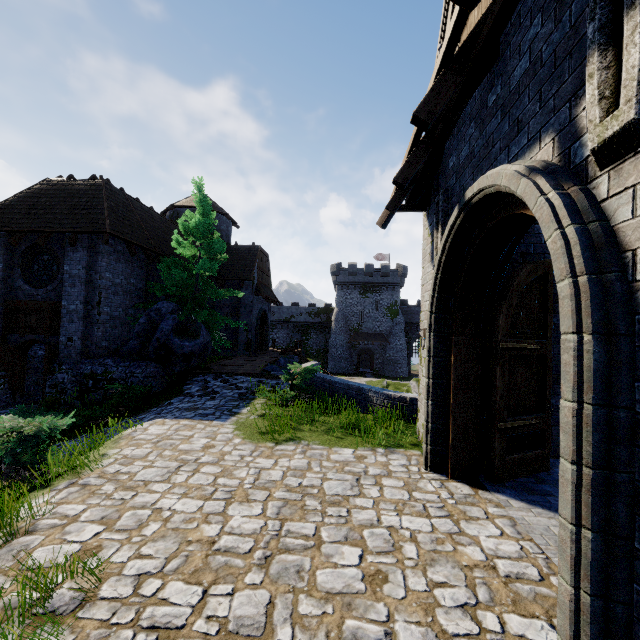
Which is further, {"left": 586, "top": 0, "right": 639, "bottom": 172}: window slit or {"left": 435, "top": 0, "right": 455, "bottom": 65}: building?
{"left": 435, "top": 0, "right": 455, "bottom": 65}: building

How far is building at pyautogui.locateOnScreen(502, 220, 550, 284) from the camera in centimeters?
602cm

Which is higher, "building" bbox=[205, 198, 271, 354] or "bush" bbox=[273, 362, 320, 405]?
"building" bbox=[205, 198, 271, 354]

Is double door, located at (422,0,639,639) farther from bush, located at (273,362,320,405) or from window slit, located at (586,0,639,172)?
bush, located at (273,362,320,405)

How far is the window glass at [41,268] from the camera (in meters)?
14.21

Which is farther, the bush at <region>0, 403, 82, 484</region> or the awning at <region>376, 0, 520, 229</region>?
the bush at <region>0, 403, 82, 484</region>

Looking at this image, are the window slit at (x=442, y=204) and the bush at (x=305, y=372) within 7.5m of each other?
yes

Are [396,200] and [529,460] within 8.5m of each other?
yes
